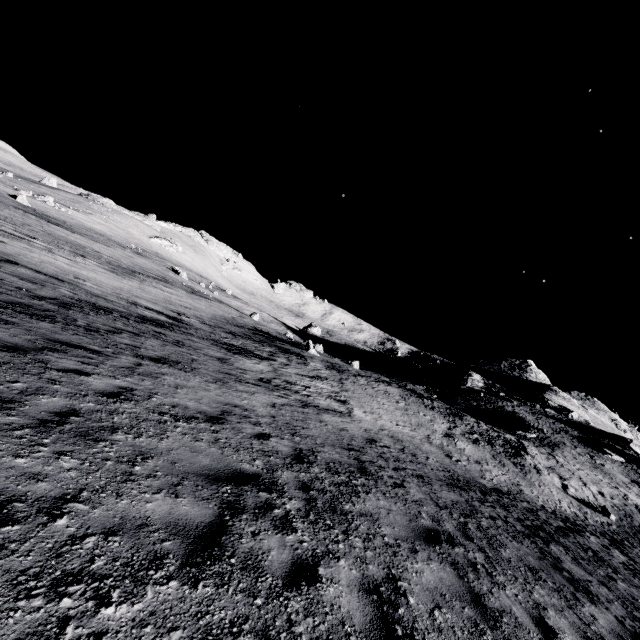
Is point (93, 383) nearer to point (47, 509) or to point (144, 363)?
point (144, 363)
